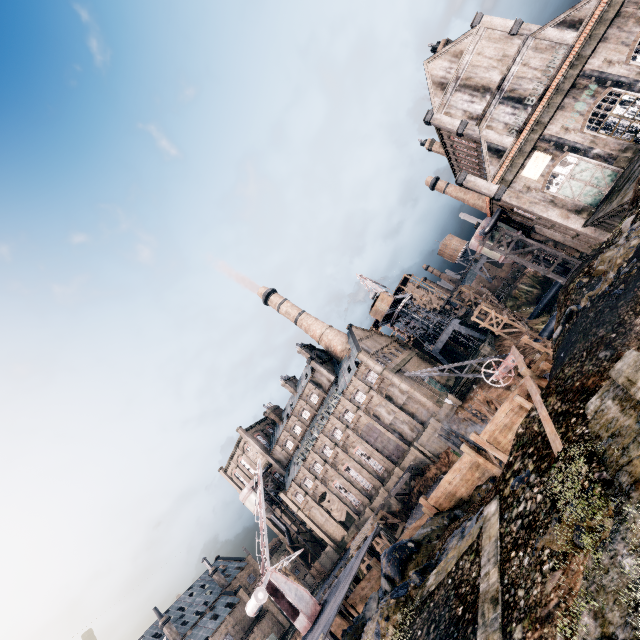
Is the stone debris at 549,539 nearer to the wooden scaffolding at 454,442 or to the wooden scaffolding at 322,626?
the wooden scaffolding at 322,626

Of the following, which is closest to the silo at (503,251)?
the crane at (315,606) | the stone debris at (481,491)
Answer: the stone debris at (481,491)

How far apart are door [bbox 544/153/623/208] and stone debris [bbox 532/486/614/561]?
35.61m

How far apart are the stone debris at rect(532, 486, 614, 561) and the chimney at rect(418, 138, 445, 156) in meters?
54.3

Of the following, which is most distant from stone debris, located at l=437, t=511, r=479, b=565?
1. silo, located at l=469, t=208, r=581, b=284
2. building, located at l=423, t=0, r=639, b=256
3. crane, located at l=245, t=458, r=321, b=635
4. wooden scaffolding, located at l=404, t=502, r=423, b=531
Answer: silo, located at l=469, t=208, r=581, b=284

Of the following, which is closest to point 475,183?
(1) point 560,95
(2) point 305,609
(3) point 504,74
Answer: (1) point 560,95

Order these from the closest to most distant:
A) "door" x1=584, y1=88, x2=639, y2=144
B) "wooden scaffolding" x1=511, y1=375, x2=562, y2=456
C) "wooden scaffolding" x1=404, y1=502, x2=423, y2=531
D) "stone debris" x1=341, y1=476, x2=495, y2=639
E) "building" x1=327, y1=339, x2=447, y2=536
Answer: "wooden scaffolding" x1=511, y1=375, x2=562, y2=456
"stone debris" x1=341, y1=476, x2=495, y2=639
"door" x1=584, y1=88, x2=639, y2=144
"wooden scaffolding" x1=404, y1=502, x2=423, y2=531
"building" x1=327, y1=339, x2=447, y2=536

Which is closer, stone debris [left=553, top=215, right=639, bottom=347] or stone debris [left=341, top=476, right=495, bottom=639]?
stone debris [left=341, top=476, right=495, bottom=639]
